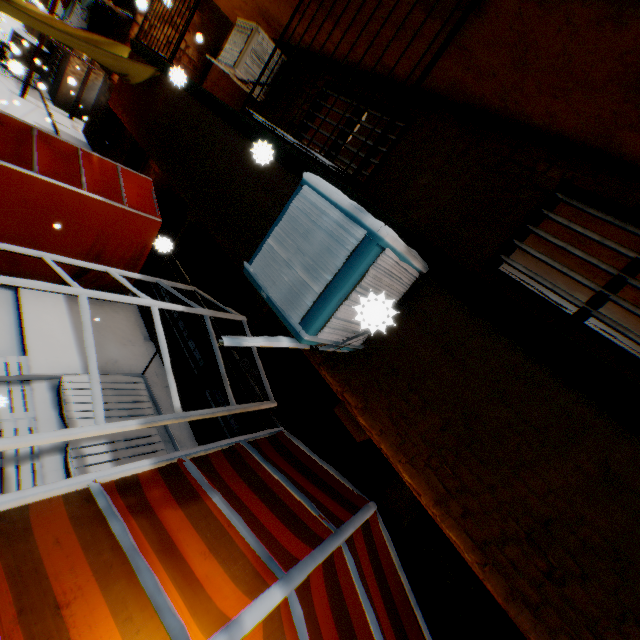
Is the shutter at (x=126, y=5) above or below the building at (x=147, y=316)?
above

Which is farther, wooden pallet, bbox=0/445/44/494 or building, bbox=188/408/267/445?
building, bbox=188/408/267/445

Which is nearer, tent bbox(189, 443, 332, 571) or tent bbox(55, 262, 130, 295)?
tent bbox(189, 443, 332, 571)

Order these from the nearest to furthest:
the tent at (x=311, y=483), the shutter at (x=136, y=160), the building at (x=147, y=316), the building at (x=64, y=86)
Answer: the tent at (x=311, y=483) < the building at (x=147, y=316) < the shutter at (x=136, y=160) < the building at (x=64, y=86)

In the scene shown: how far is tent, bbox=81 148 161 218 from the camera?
6.2 meters

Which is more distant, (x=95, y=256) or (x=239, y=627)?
(x=95, y=256)

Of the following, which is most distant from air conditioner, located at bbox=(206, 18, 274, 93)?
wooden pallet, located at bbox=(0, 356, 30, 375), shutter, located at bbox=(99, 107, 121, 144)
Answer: shutter, located at bbox=(99, 107, 121, 144)

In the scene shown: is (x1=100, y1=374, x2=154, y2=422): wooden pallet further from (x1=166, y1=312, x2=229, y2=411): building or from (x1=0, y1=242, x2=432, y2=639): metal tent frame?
(x1=166, y1=312, x2=229, y2=411): building
